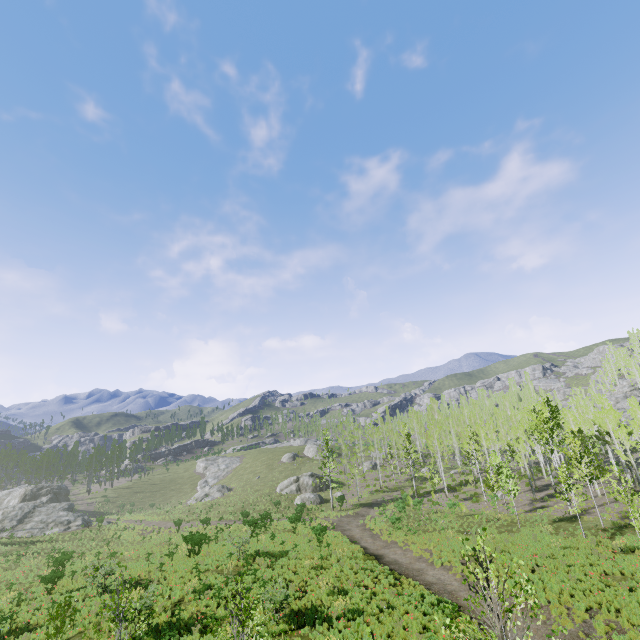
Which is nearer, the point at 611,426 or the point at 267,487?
the point at 611,426

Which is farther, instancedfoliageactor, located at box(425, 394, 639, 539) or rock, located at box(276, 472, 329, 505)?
rock, located at box(276, 472, 329, 505)

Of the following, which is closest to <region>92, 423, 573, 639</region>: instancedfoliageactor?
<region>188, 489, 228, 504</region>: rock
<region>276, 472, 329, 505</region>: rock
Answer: <region>276, 472, 329, 505</region>: rock

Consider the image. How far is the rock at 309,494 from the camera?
47.62m

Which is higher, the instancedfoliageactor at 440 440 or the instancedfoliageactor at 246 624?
the instancedfoliageactor at 440 440

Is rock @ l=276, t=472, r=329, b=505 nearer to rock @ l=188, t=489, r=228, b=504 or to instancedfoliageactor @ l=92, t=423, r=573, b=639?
Result: instancedfoliageactor @ l=92, t=423, r=573, b=639
